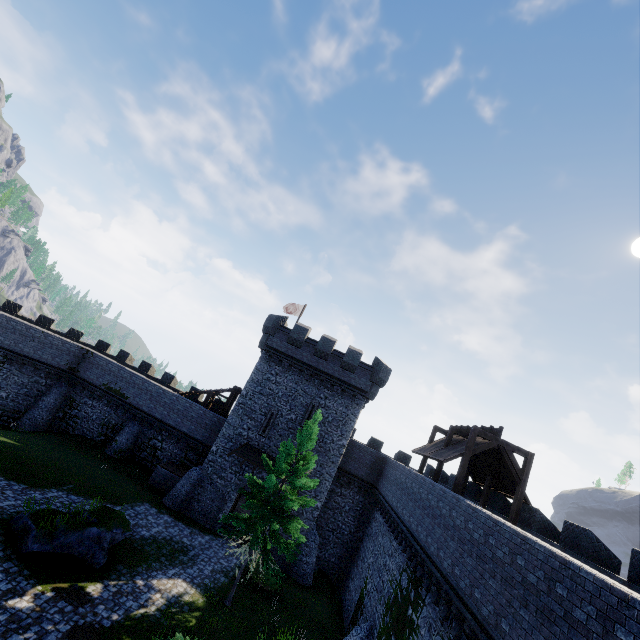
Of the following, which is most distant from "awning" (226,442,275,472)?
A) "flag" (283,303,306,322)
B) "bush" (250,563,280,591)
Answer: "flag" (283,303,306,322)

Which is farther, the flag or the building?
the flag

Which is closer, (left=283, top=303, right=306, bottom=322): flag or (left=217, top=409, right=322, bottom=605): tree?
(left=217, top=409, right=322, bottom=605): tree

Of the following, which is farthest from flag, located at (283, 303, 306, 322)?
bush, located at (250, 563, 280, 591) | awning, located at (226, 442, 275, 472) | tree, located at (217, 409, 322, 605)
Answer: bush, located at (250, 563, 280, 591)

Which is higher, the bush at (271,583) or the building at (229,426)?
the building at (229,426)

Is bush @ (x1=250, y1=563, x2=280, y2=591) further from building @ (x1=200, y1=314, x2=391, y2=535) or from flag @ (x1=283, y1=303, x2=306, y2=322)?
flag @ (x1=283, y1=303, x2=306, y2=322)

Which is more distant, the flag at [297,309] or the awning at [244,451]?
the flag at [297,309]

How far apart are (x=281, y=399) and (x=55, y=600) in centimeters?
1681cm
